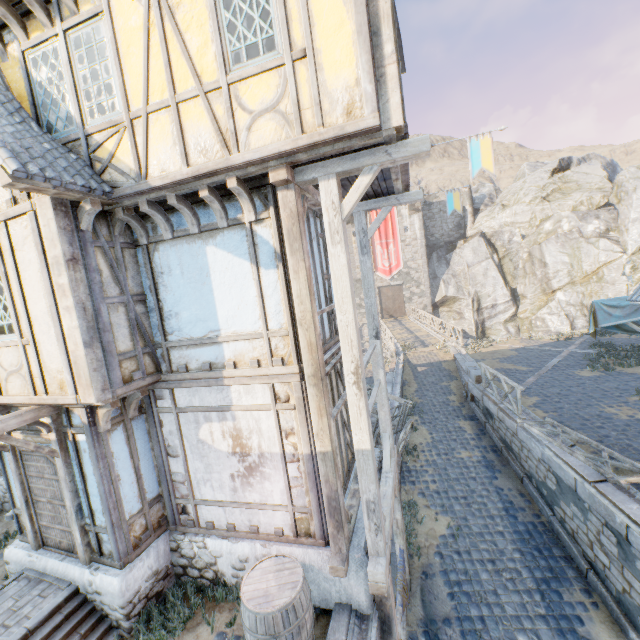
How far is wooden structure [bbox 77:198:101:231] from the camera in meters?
4.6

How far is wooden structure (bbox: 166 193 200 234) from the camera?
4.7 meters

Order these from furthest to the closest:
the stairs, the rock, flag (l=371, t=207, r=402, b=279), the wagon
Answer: flag (l=371, t=207, r=402, b=279), the rock, the wagon, the stairs

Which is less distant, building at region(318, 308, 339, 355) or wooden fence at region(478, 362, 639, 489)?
building at region(318, 308, 339, 355)

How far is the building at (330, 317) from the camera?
6.29m

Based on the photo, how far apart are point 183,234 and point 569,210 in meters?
39.6

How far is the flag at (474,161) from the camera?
3.9 meters

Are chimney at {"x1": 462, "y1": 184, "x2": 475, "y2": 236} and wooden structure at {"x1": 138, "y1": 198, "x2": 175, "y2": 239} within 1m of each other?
no
